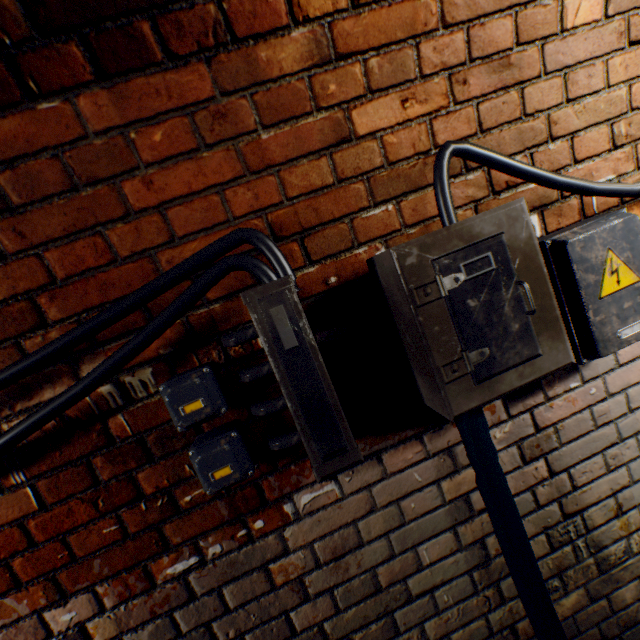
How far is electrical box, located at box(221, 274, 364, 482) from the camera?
0.8 meters

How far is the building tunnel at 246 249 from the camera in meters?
0.9 m

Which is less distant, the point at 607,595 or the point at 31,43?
the point at 31,43

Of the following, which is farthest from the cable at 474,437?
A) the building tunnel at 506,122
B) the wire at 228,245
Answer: the wire at 228,245

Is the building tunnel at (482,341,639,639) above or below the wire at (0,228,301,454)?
below

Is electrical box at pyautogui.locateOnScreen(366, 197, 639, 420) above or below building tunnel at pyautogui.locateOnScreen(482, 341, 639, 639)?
above
